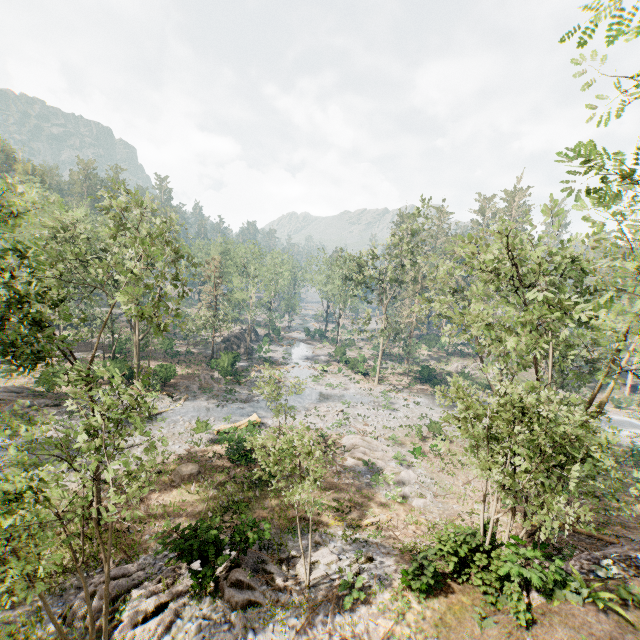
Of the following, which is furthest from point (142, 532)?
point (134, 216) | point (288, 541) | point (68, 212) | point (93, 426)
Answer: point (68, 212)

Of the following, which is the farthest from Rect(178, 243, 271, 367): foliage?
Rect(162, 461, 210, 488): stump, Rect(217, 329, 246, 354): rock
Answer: Rect(162, 461, 210, 488): stump

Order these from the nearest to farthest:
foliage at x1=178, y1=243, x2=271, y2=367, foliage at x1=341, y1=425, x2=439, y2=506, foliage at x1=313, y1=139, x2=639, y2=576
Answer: foliage at x1=313, y1=139, x2=639, y2=576
foliage at x1=341, y1=425, x2=439, y2=506
foliage at x1=178, y1=243, x2=271, y2=367

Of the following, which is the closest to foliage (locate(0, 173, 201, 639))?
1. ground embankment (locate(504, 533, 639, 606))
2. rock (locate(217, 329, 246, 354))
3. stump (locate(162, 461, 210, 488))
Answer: ground embankment (locate(504, 533, 639, 606))

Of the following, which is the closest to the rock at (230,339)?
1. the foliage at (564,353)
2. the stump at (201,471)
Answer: the foliage at (564,353)

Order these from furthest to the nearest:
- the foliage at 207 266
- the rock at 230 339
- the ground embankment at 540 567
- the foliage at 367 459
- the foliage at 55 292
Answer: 1. the rock at 230 339
2. the foliage at 207 266
3. the foliage at 367 459
4. the ground embankment at 540 567
5. the foliage at 55 292

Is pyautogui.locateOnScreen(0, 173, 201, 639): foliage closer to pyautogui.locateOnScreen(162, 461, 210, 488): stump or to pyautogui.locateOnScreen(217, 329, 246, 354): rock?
pyautogui.locateOnScreen(217, 329, 246, 354): rock

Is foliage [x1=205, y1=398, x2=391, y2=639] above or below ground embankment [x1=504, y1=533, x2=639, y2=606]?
below
